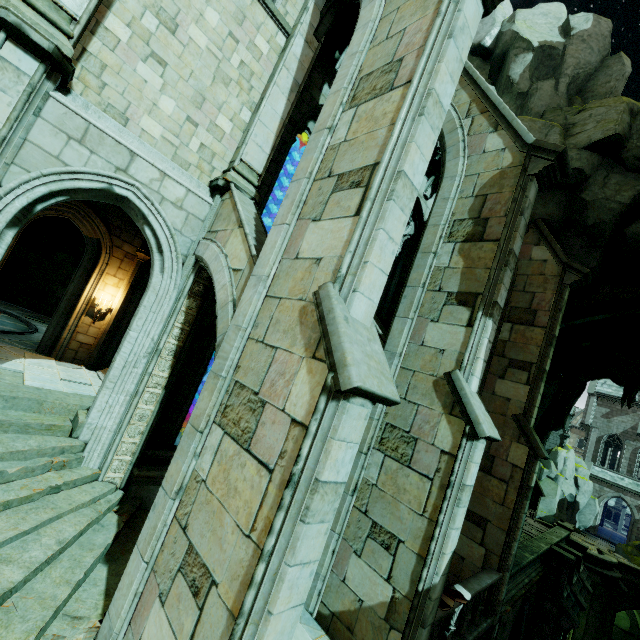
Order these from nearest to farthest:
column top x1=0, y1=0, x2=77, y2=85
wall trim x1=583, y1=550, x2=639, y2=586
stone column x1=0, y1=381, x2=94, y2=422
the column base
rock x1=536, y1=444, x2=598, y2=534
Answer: column top x1=0, y1=0, x2=77, y2=85
stone column x1=0, y1=381, x2=94, y2=422
the column base
wall trim x1=583, y1=550, x2=639, y2=586
rock x1=536, y1=444, x2=598, y2=534

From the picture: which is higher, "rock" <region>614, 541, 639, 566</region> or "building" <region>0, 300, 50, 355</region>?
"building" <region>0, 300, 50, 355</region>

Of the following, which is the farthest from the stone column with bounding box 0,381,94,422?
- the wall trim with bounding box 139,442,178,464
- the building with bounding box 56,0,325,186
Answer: the building with bounding box 56,0,325,186

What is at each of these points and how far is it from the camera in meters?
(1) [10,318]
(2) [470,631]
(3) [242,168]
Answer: (1) building, 14.8
(2) trim, 8.4
(3) column top, 8.0

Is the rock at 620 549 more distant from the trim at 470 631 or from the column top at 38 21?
the column top at 38 21

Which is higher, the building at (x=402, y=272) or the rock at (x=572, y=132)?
the rock at (x=572, y=132)

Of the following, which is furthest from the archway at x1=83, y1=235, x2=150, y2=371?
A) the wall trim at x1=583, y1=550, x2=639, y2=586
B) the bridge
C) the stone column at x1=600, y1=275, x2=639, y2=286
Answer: the bridge

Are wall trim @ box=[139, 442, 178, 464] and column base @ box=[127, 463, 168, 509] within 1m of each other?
yes
